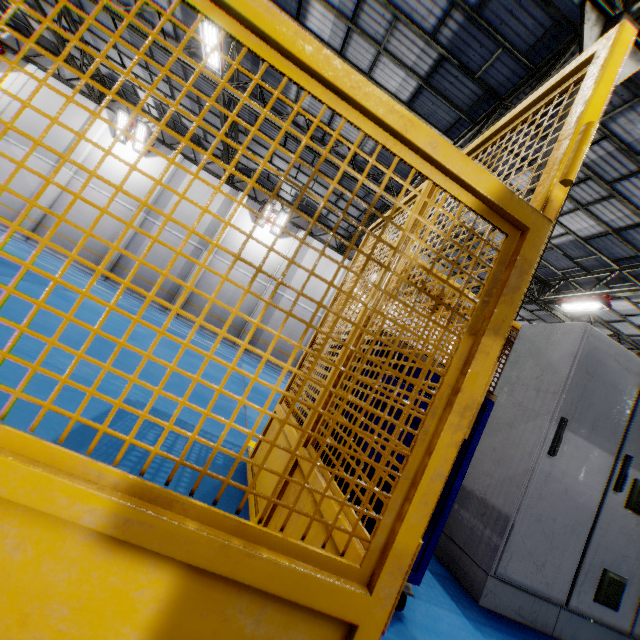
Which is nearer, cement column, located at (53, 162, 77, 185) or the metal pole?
the metal pole

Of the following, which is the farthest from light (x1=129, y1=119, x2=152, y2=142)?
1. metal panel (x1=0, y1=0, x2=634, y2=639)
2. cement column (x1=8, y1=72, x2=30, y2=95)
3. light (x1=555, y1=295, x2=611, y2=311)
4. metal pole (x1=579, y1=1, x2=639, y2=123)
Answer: light (x1=555, y1=295, x2=611, y2=311)

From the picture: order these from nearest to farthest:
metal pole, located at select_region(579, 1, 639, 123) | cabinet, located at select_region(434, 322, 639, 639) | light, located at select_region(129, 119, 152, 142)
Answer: cabinet, located at select_region(434, 322, 639, 639), metal pole, located at select_region(579, 1, 639, 123), light, located at select_region(129, 119, 152, 142)

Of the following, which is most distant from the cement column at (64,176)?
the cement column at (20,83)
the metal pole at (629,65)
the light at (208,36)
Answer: the metal pole at (629,65)

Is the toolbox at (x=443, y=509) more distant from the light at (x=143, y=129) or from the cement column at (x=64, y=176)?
the cement column at (x=64, y=176)

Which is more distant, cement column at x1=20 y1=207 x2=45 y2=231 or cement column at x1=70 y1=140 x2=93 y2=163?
cement column at x1=70 y1=140 x2=93 y2=163

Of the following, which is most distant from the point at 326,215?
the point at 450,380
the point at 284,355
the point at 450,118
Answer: the point at 450,380

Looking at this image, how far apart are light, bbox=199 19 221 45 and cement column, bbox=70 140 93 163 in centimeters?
1062cm
